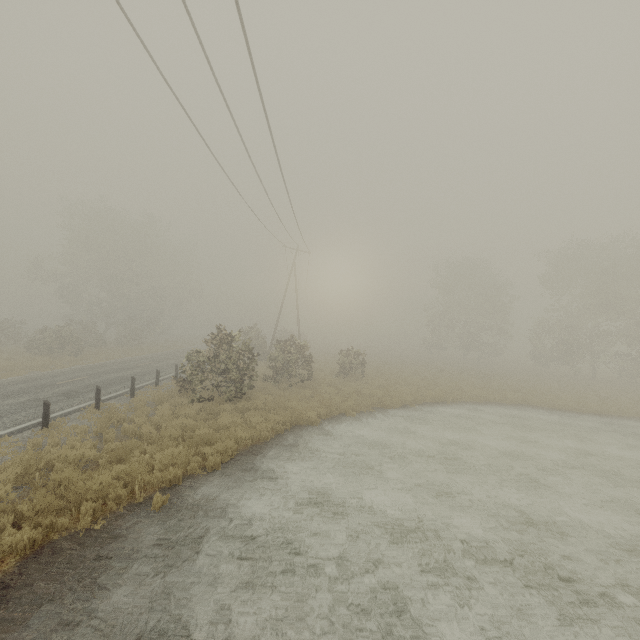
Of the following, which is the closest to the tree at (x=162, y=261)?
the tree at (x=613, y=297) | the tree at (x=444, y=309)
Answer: the tree at (x=444, y=309)

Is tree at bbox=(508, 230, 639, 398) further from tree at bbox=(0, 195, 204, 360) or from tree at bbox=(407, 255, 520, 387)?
tree at bbox=(0, 195, 204, 360)

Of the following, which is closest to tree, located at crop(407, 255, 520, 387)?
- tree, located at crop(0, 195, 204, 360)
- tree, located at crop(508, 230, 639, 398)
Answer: tree, located at crop(508, 230, 639, 398)

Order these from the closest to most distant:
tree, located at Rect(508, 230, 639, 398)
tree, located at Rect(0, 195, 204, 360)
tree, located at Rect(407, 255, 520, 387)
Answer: tree, located at Rect(508, 230, 639, 398)
tree, located at Rect(0, 195, 204, 360)
tree, located at Rect(407, 255, 520, 387)

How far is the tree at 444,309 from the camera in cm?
3267

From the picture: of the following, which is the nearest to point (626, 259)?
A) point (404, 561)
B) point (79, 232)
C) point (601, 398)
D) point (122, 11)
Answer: point (601, 398)

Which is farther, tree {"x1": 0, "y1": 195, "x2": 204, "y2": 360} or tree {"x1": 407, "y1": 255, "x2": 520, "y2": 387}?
tree {"x1": 407, "y1": 255, "x2": 520, "y2": 387}
